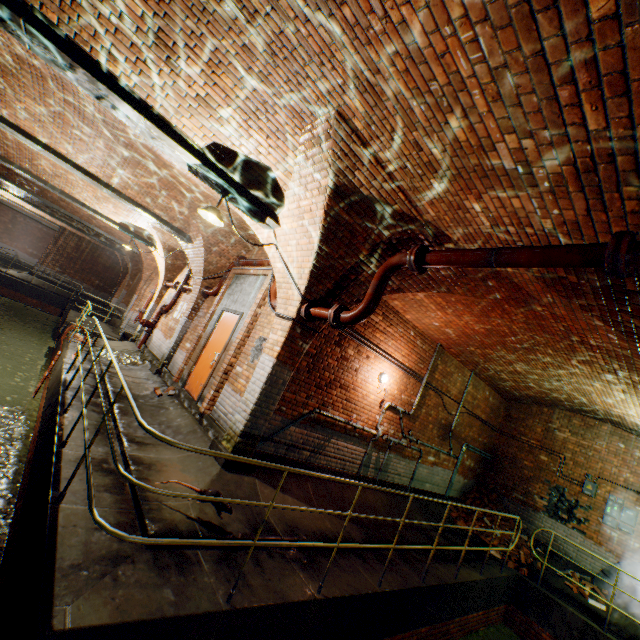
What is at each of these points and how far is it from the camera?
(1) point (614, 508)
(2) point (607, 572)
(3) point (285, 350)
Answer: (1) electrical box, 8.8 meters
(2) sewerage pipe, 8.4 meters
(3) support arch, 5.4 meters

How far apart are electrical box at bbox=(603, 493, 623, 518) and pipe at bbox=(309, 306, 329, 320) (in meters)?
10.06

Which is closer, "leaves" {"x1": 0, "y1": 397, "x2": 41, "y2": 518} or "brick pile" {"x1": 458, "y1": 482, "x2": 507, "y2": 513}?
"leaves" {"x1": 0, "y1": 397, "x2": 41, "y2": 518}

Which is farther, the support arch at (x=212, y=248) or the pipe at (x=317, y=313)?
the support arch at (x=212, y=248)

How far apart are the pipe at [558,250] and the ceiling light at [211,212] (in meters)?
3.04

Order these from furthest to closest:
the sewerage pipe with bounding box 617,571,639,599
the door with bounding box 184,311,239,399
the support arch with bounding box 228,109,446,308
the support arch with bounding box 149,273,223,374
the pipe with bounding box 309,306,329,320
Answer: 1. the support arch with bounding box 149,273,223,374
2. the sewerage pipe with bounding box 617,571,639,599
3. the door with bounding box 184,311,239,399
4. the pipe with bounding box 309,306,329,320
5. the support arch with bounding box 228,109,446,308

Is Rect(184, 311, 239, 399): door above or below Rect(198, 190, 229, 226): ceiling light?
below

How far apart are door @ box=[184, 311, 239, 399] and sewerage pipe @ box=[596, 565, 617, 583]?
11.24m
